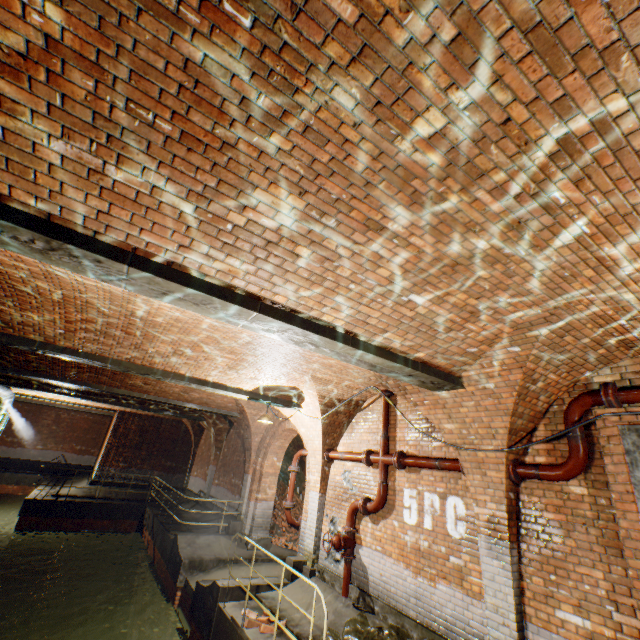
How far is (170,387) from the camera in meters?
10.8

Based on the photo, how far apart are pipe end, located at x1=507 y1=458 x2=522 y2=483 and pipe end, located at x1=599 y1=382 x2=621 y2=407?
1.4m

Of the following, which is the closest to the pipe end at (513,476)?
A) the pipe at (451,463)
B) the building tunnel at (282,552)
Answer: the pipe at (451,463)

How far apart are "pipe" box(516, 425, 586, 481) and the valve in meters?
4.0 m

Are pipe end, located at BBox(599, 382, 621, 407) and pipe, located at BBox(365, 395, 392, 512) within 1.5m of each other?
no

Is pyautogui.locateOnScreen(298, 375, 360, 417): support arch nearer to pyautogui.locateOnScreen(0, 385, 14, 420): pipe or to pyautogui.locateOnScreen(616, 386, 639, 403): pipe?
pyautogui.locateOnScreen(616, 386, 639, 403): pipe

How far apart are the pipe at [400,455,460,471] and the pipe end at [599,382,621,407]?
2.30m

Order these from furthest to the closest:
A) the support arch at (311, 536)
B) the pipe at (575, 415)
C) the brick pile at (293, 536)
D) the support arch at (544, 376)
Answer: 1. the brick pile at (293, 536)
2. the support arch at (311, 536)
3. the pipe at (575, 415)
4. the support arch at (544, 376)
